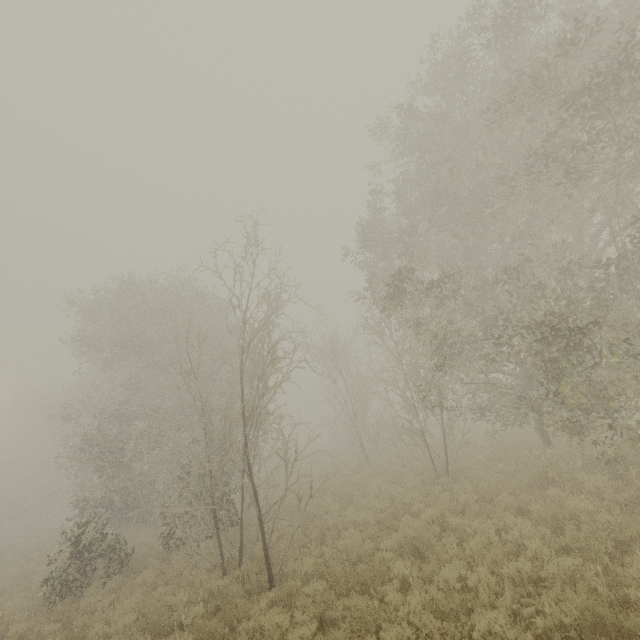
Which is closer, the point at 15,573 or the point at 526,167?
the point at 526,167
